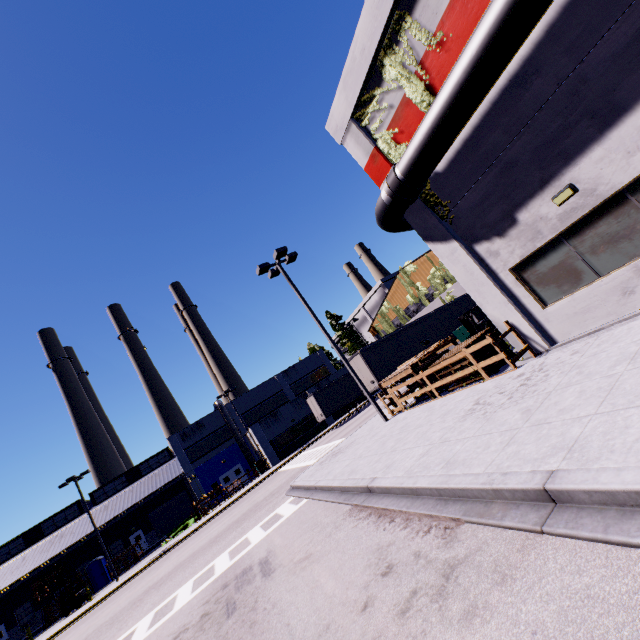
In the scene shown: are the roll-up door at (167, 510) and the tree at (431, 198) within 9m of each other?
no

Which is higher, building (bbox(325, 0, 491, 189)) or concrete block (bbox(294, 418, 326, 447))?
building (bbox(325, 0, 491, 189))

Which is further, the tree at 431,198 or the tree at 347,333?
the tree at 347,333

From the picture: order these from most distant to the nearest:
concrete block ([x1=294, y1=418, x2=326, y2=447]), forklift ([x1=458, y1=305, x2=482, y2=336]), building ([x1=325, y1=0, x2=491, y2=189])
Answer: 1. concrete block ([x1=294, y1=418, x2=326, y2=447])
2. forklift ([x1=458, y1=305, x2=482, y2=336])
3. building ([x1=325, y1=0, x2=491, y2=189])

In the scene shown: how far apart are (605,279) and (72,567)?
56.4m

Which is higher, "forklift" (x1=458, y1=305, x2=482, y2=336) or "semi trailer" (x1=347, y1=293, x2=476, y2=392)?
"semi trailer" (x1=347, y1=293, x2=476, y2=392)

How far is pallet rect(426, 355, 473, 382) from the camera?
10.9m

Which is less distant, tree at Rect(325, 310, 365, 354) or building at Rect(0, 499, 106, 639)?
building at Rect(0, 499, 106, 639)
